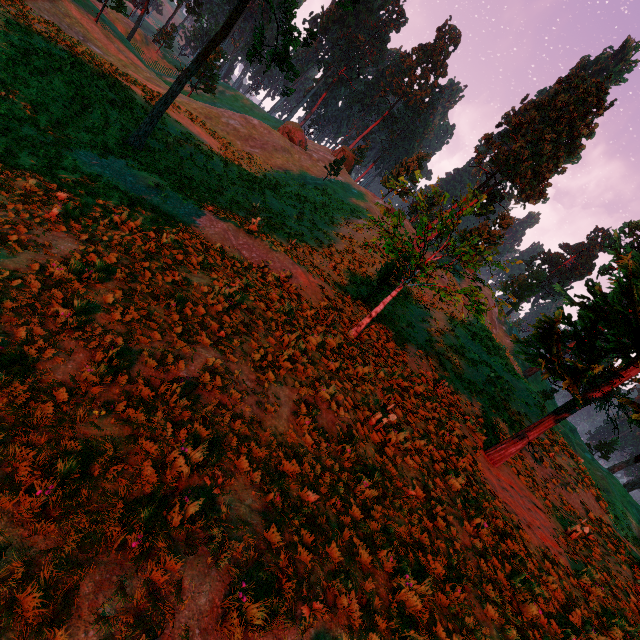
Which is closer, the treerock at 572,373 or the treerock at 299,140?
the treerock at 572,373

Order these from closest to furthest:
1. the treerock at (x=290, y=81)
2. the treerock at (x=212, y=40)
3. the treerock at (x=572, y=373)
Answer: the treerock at (x=572, y=373) < the treerock at (x=290, y=81) < the treerock at (x=212, y=40)

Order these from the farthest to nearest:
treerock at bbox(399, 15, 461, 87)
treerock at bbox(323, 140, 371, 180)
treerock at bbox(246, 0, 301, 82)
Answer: treerock at bbox(399, 15, 461, 87), treerock at bbox(323, 140, 371, 180), treerock at bbox(246, 0, 301, 82)

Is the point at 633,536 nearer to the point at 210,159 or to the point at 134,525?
the point at 134,525

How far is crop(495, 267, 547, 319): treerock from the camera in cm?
1171

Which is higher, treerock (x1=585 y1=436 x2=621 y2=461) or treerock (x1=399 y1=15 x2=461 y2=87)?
treerock (x1=399 y1=15 x2=461 y2=87)

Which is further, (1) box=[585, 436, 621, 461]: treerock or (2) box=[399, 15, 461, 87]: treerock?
(2) box=[399, 15, 461, 87]: treerock
